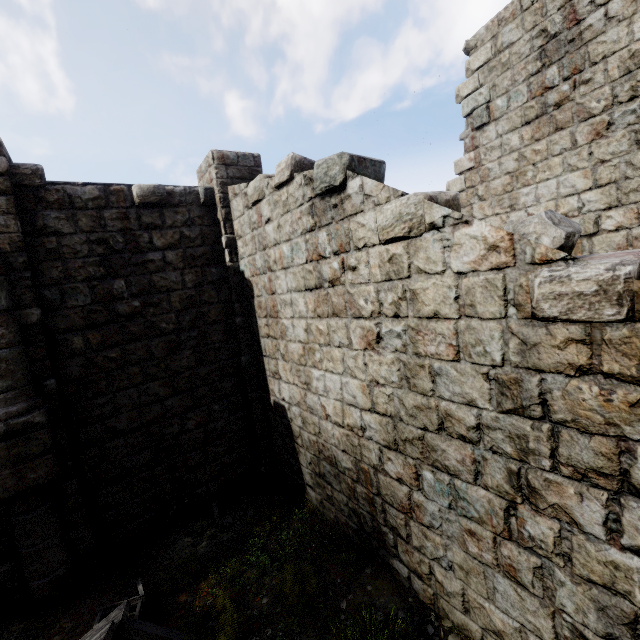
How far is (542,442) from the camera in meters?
2.9

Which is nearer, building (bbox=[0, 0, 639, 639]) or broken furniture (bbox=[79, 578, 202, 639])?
building (bbox=[0, 0, 639, 639])

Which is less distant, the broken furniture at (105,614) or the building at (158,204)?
the building at (158,204)
